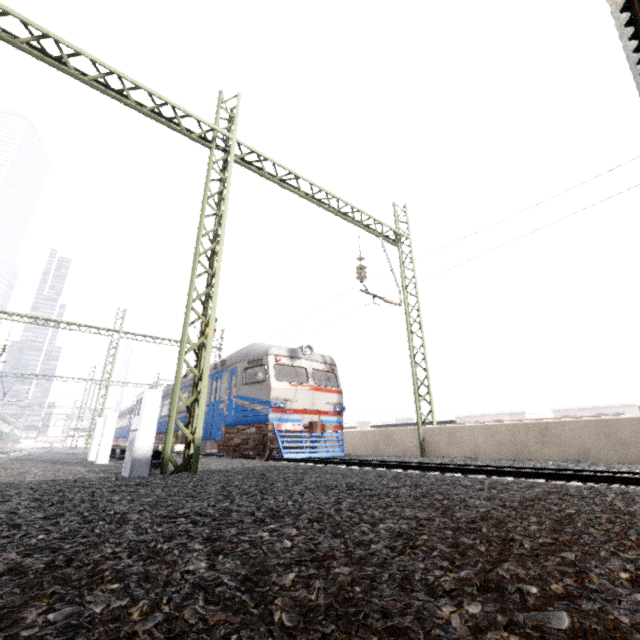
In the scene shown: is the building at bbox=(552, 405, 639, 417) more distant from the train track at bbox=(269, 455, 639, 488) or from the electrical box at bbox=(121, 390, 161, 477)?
the electrical box at bbox=(121, 390, 161, 477)

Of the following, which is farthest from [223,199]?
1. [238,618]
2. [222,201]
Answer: [238,618]

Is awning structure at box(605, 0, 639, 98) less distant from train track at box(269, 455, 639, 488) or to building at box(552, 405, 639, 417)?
train track at box(269, 455, 639, 488)

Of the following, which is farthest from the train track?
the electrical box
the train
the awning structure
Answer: the electrical box

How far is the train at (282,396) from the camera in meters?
11.1

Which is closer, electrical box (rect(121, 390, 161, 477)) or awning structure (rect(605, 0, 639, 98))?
awning structure (rect(605, 0, 639, 98))

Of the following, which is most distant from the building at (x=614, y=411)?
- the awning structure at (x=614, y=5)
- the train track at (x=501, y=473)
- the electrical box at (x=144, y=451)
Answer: the electrical box at (x=144, y=451)
